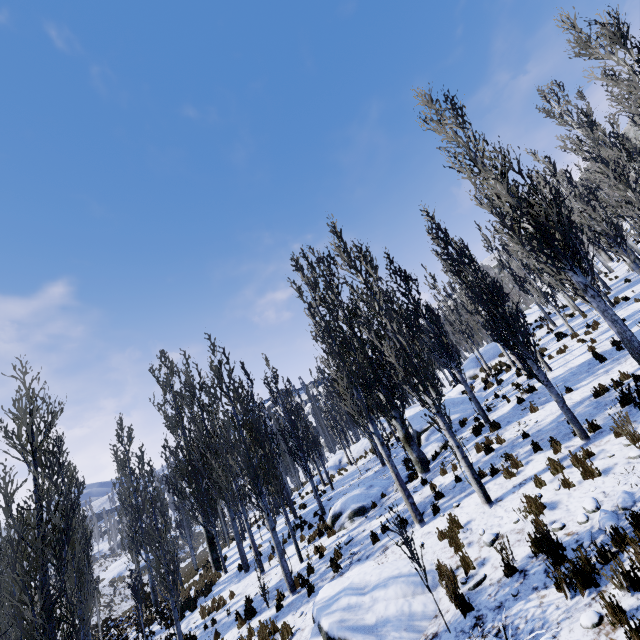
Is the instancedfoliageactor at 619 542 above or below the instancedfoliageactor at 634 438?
below

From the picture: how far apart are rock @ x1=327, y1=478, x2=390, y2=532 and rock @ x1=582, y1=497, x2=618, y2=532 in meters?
9.6 m

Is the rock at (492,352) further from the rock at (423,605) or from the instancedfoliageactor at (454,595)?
the rock at (423,605)

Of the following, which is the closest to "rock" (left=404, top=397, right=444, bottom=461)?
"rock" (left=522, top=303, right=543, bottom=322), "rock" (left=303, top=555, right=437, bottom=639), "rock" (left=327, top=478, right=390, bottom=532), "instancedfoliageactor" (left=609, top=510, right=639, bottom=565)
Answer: "rock" (left=327, top=478, right=390, bottom=532)

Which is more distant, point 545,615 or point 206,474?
point 206,474

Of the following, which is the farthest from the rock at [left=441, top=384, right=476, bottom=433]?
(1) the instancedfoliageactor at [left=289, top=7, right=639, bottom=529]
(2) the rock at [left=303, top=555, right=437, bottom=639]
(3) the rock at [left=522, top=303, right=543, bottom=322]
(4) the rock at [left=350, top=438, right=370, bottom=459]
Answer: (4) the rock at [left=350, top=438, right=370, bottom=459]

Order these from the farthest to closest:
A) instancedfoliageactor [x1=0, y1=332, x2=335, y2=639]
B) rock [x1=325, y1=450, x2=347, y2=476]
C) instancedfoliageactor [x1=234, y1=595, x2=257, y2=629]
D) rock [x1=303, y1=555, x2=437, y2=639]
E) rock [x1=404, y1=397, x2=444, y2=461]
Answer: rock [x1=325, y1=450, x2=347, y2=476]
rock [x1=404, y1=397, x2=444, y2=461]
instancedfoliageactor [x1=234, y1=595, x2=257, y2=629]
instancedfoliageactor [x1=0, y1=332, x2=335, y2=639]
rock [x1=303, y1=555, x2=437, y2=639]

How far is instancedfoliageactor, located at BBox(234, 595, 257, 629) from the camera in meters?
11.2
